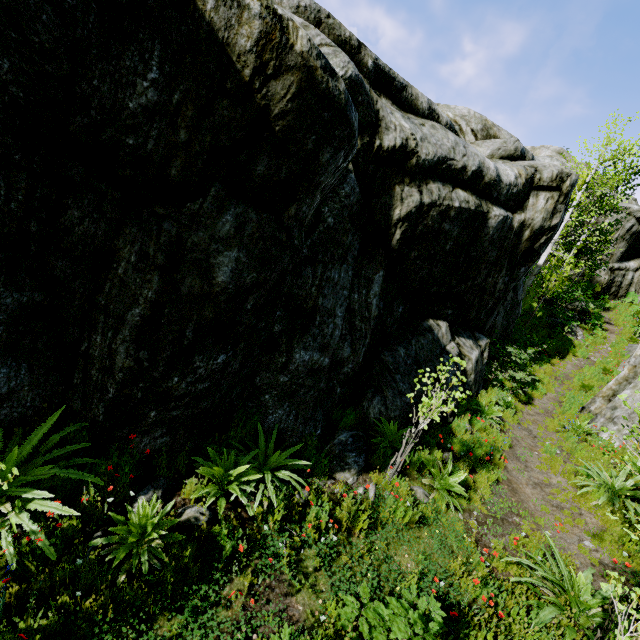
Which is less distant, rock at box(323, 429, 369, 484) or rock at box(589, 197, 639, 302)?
rock at box(323, 429, 369, 484)

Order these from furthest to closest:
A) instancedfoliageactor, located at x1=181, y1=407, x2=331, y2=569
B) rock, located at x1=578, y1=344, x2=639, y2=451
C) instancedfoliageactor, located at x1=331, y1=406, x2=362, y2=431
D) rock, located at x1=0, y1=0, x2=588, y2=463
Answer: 1. rock, located at x1=578, y1=344, x2=639, y2=451
2. instancedfoliageactor, located at x1=331, y1=406, x2=362, y2=431
3. instancedfoliageactor, located at x1=181, y1=407, x2=331, y2=569
4. rock, located at x1=0, y1=0, x2=588, y2=463

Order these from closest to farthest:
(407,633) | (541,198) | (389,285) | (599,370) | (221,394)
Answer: (407,633), (221,394), (389,285), (541,198), (599,370)

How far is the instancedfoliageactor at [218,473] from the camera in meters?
4.6 m

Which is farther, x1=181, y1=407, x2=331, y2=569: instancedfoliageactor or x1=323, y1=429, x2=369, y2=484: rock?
x1=323, y1=429, x2=369, y2=484: rock

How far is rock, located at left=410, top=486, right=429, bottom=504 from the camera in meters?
6.4

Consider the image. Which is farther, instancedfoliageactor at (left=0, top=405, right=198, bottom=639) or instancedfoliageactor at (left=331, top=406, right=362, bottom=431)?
instancedfoliageactor at (left=331, top=406, right=362, bottom=431)

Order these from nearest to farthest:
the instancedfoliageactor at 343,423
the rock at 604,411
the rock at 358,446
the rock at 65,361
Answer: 1. the rock at 65,361
2. the rock at 358,446
3. the instancedfoliageactor at 343,423
4. the rock at 604,411
